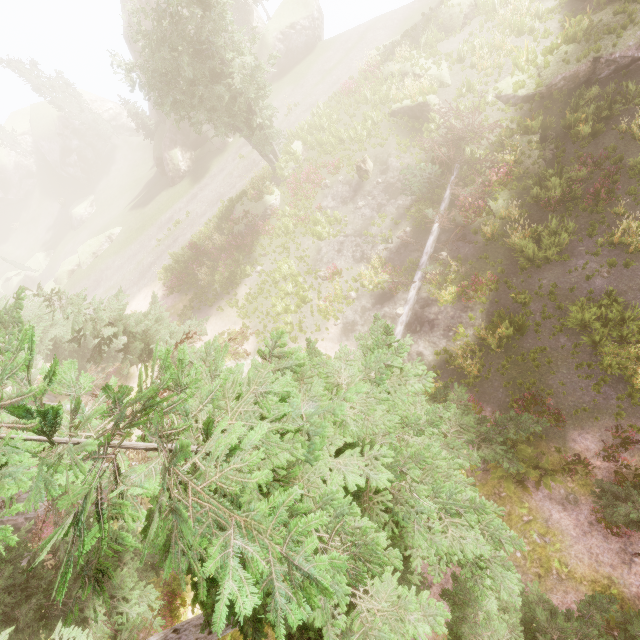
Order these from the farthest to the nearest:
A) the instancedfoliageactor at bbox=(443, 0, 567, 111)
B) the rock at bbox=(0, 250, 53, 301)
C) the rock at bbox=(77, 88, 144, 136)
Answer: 1. the rock at bbox=(77, 88, 144, 136)
2. the rock at bbox=(0, 250, 53, 301)
3. the instancedfoliageactor at bbox=(443, 0, 567, 111)

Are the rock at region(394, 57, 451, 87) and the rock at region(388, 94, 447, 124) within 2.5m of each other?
yes

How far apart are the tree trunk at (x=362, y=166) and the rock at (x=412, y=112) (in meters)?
3.48

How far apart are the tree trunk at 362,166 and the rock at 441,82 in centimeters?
590cm

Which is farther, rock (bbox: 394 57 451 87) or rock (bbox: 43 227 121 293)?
rock (bbox: 43 227 121 293)

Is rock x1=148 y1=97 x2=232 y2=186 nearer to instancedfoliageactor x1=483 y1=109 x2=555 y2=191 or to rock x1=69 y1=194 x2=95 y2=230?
instancedfoliageactor x1=483 y1=109 x2=555 y2=191

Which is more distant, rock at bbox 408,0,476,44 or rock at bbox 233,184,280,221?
rock at bbox 233,184,280,221

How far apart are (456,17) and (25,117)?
72.2m
